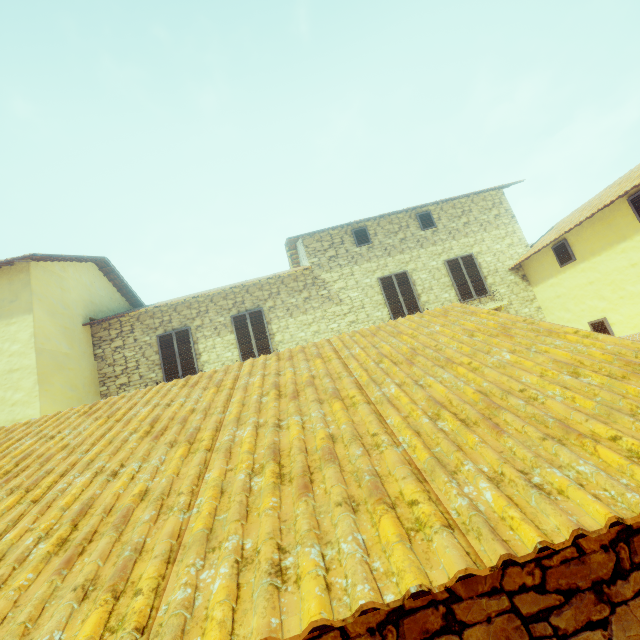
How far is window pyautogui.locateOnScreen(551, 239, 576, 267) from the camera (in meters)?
9.43

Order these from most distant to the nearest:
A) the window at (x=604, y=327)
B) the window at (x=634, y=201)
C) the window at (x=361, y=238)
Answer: the window at (x=361, y=238), the window at (x=604, y=327), the window at (x=634, y=201)

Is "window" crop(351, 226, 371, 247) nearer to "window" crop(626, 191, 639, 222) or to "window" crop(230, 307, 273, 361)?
"window" crop(626, 191, 639, 222)

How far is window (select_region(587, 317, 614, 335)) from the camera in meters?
8.9 m

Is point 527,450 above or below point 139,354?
below

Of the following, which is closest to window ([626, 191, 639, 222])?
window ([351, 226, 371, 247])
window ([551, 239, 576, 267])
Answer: window ([551, 239, 576, 267])

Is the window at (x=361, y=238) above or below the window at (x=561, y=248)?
above

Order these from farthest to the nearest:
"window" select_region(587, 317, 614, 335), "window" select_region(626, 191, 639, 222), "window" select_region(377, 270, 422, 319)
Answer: "window" select_region(377, 270, 422, 319) → "window" select_region(587, 317, 614, 335) → "window" select_region(626, 191, 639, 222)
